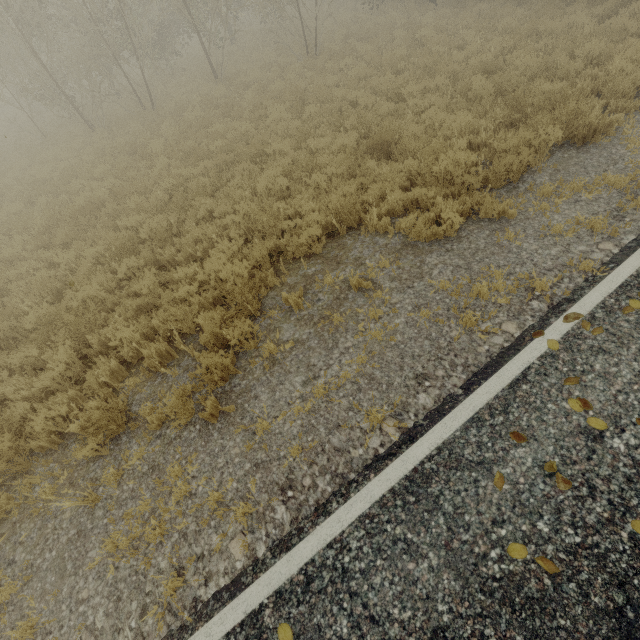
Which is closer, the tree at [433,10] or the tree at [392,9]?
the tree at [433,10]

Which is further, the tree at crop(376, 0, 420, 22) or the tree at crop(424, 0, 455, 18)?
the tree at crop(376, 0, 420, 22)

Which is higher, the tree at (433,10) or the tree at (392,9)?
the tree at (392,9)

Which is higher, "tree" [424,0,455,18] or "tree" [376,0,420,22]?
"tree" [376,0,420,22]

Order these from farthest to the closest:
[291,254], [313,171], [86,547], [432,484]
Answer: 1. [313,171]
2. [291,254]
3. [86,547]
4. [432,484]
